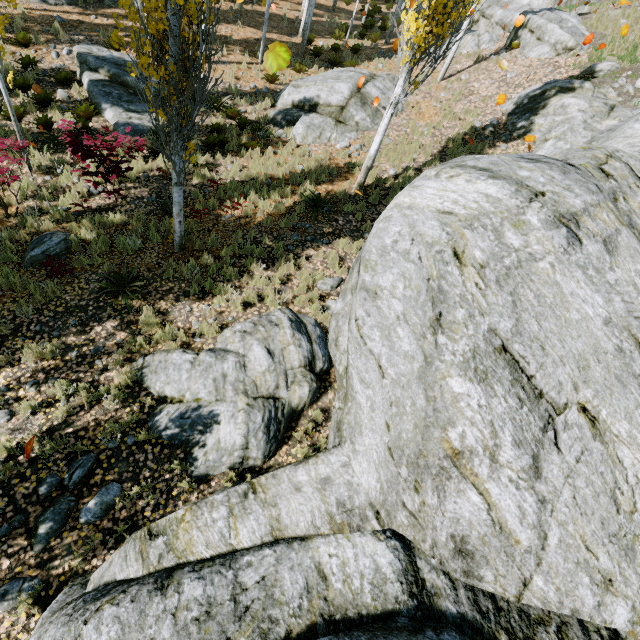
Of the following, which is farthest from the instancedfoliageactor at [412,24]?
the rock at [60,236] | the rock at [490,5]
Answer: the rock at [60,236]

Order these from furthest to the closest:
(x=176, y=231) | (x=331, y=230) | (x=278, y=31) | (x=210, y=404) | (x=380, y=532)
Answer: (x=278, y=31)
(x=331, y=230)
(x=176, y=231)
(x=210, y=404)
(x=380, y=532)

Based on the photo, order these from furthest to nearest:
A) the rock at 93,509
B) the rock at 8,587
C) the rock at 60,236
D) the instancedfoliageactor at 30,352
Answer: the rock at 60,236 → the instancedfoliageactor at 30,352 → the rock at 93,509 → the rock at 8,587

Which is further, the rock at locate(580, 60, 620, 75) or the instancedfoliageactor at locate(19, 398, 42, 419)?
the rock at locate(580, 60, 620, 75)

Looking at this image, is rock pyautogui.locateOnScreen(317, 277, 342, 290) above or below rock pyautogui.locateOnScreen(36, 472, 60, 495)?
above

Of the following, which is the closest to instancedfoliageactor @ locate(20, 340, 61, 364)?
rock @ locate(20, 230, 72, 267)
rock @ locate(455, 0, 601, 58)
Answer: rock @ locate(455, 0, 601, 58)
